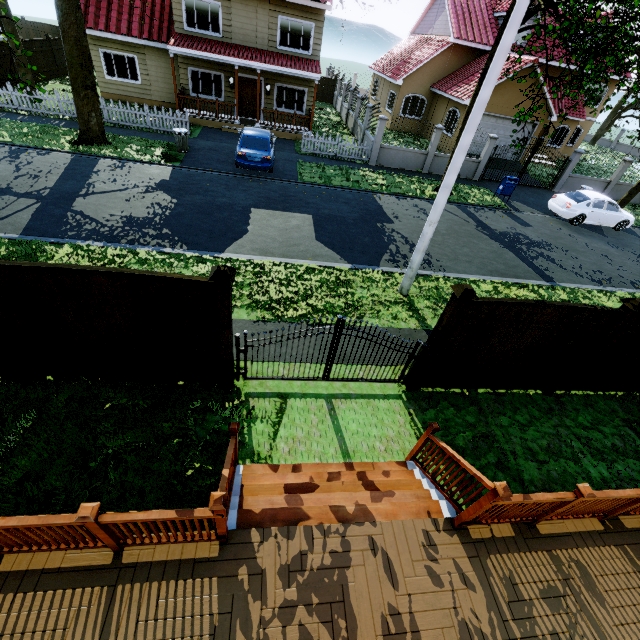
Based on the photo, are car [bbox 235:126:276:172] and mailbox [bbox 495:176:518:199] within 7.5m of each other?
no

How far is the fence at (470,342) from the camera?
5.4m

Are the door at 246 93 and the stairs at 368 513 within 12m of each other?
no

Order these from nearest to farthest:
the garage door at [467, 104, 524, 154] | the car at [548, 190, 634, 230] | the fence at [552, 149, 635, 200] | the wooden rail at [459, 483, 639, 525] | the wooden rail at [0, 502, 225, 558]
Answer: the wooden rail at [0, 502, 225, 558] < the wooden rail at [459, 483, 639, 525] < the car at [548, 190, 634, 230] < the fence at [552, 149, 635, 200] < the garage door at [467, 104, 524, 154]

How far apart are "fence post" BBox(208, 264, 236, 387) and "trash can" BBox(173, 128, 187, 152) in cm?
1372

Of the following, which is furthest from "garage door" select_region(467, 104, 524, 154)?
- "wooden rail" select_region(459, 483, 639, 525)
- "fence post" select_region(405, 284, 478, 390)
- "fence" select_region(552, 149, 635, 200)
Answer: "wooden rail" select_region(459, 483, 639, 525)

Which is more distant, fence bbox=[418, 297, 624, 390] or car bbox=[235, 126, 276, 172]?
car bbox=[235, 126, 276, 172]

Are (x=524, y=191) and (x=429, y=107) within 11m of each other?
no
